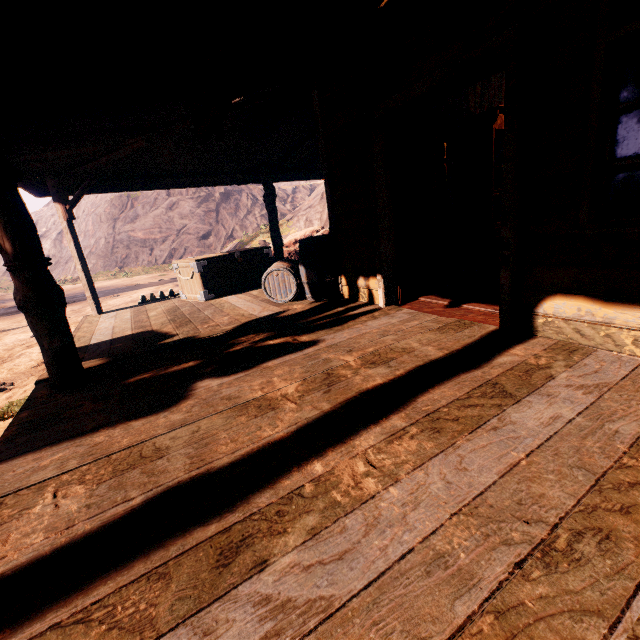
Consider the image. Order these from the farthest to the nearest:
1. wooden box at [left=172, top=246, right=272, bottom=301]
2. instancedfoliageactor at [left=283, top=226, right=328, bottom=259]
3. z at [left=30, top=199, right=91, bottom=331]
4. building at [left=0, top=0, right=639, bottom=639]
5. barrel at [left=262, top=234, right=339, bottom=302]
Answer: z at [left=30, top=199, right=91, bottom=331] → instancedfoliageactor at [left=283, top=226, right=328, bottom=259] → wooden box at [left=172, top=246, right=272, bottom=301] → barrel at [left=262, top=234, right=339, bottom=302] → building at [left=0, top=0, right=639, bottom=639]

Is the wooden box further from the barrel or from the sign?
the sign

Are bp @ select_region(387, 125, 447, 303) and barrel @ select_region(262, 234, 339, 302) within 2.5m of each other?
yes

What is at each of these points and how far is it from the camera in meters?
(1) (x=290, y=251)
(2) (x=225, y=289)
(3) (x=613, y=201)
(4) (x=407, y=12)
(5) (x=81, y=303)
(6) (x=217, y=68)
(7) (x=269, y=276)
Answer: (1) instancedfoliageactor, 12.1 m
(2) wooden box, 6.9 m
(3) stove, 7.6 m
(4) building, 3.0 m
(5) z, 16.0 m
(6) sign, 2.1 m
(7) barrel, 5.3 m

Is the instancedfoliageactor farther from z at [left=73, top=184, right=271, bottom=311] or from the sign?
the sign

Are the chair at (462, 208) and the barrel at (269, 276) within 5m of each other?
yes

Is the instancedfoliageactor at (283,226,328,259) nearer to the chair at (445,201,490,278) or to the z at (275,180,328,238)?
the z at (275,180,328,238)

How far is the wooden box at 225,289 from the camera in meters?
6.5 m
